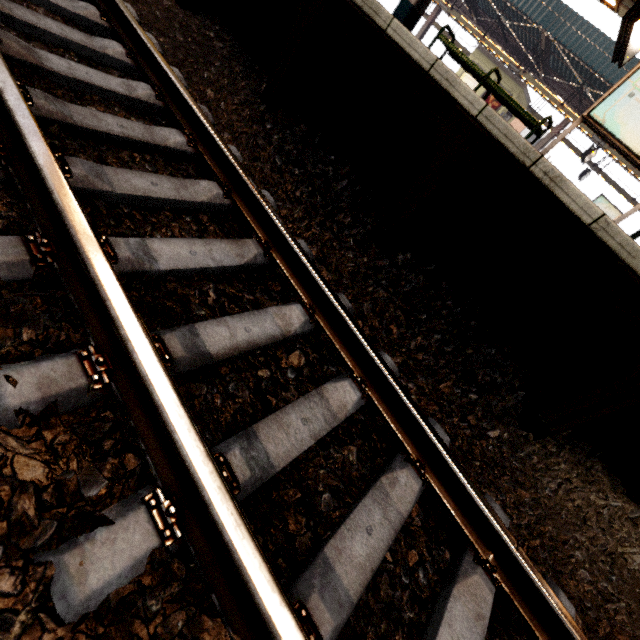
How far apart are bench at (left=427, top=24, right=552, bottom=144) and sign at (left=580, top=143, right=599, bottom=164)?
11.3 meters

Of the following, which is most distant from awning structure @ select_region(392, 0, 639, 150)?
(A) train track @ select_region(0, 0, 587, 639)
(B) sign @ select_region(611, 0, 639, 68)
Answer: (A) train track @ select_region(0, 0, 587, 639)

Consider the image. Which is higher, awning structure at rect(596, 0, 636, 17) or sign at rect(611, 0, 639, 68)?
awning structure at rect(596, 0, 636, 17)

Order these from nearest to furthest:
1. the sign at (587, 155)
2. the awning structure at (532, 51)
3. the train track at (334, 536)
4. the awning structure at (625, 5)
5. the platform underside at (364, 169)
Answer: the train track at (334, 536), the platform underside at (364, 169), the awning structure at (625, 5), the awning structure at (532, 51), the sign at (587, 155)

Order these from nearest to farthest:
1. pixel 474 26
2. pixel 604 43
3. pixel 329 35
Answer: pixel 329 35 → pixel 604 43 → pixel 474 26

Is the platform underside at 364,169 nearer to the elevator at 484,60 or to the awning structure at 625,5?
the awning structure at 625,5

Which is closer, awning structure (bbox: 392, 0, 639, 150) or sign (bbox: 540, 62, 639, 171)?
sign (bbox: 540, 62, 639, 171)

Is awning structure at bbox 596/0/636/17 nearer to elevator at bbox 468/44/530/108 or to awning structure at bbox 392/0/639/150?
awning structure at bbox 392/0/639/150
